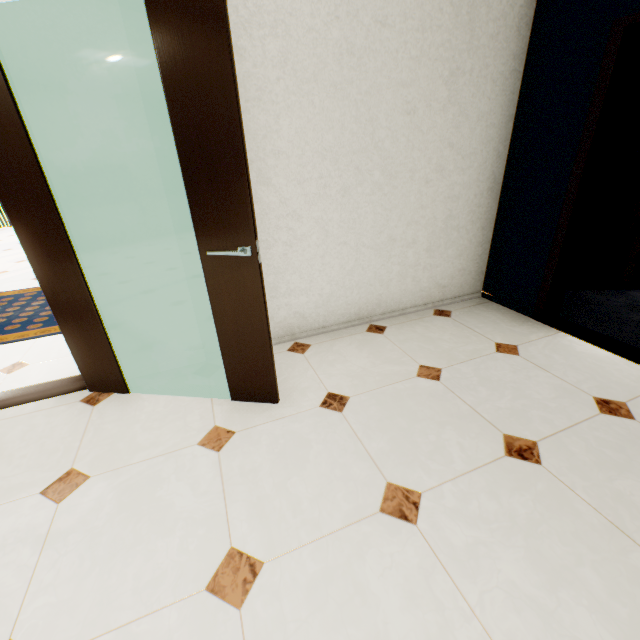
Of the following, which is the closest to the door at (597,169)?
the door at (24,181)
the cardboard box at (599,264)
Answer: the cardboard box at (599,264)

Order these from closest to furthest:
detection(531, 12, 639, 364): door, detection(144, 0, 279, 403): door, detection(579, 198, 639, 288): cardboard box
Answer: detection(144, 0, 279, 403): door → detection(531, 12, 639, 364): door → detection(579, 198, 639, 288): cardboard box

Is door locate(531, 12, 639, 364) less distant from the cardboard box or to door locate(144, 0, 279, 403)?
the cardboard box

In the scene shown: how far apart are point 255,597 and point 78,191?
2.26m

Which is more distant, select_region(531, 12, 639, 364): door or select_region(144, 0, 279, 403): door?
select_region(531, 12, 639, 364): door

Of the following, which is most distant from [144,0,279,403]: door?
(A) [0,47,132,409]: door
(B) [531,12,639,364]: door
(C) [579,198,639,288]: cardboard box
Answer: (C) [579,198,639,288]: cardboard box

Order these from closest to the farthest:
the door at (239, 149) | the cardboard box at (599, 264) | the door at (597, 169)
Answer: the door at (239, 149) → the door at (597, 169) → the cardboard box at (599, 264)

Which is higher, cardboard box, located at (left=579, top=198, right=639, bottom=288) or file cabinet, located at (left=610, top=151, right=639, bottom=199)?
file cabinet, located at (left=610, top=151, right=639, bottom=199)
